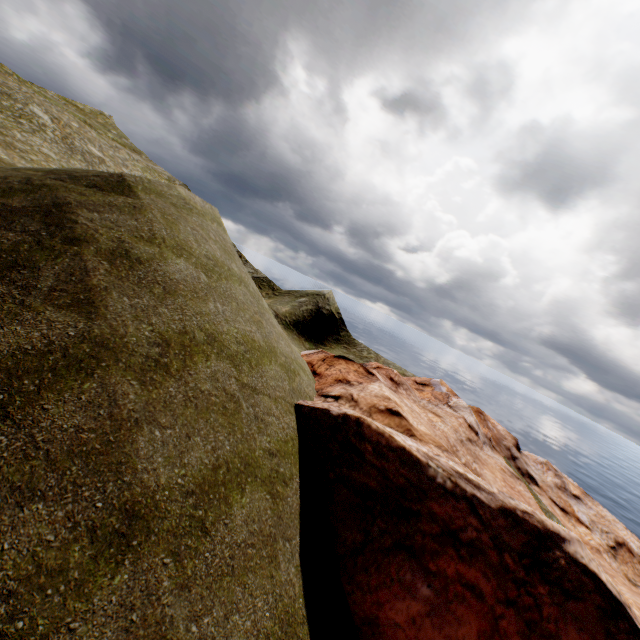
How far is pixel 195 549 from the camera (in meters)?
6.79
